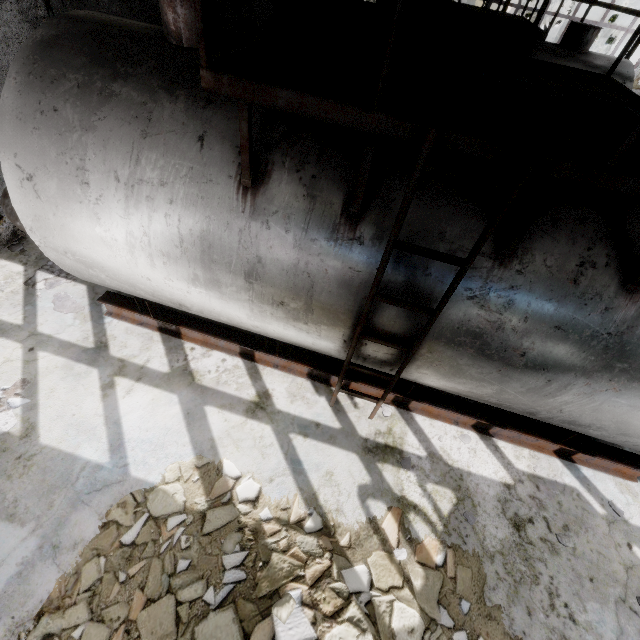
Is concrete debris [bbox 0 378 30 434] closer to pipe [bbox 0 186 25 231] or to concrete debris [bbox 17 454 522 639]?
concrete debris [bbox 17 454 522 639]

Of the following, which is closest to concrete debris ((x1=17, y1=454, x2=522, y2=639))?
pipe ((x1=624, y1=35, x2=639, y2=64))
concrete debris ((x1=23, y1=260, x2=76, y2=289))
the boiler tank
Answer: the boiler tank

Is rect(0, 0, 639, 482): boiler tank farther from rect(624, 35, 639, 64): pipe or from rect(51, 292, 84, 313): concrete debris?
rect(624, 35, 639, 64): pipe

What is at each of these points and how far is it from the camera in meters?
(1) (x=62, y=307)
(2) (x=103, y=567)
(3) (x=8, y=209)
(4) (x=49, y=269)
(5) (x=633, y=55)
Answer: (1) concrete debris, 5.5
(2) concrete debris, 3.4
(3) pipe, 5.2
(4) concrete debris, 6.0
(5) pipe, 16.9

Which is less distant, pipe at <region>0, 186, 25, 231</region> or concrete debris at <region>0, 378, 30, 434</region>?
concrete debris at <region>0, 378, 30, 434</region>

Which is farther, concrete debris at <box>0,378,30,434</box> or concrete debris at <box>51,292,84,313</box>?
concrete debris at <box>51,292,84,313</box>

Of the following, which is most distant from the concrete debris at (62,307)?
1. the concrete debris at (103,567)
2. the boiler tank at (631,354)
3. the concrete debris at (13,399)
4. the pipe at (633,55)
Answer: the pipe at (633,55)

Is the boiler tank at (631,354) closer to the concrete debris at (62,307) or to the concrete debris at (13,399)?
the concrete debris at (62,307)
